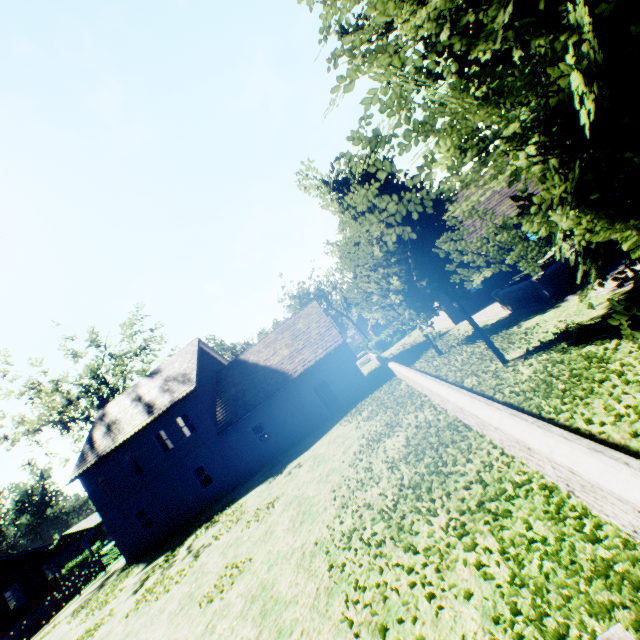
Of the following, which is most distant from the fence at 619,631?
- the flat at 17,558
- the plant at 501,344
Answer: the flat at 17,558

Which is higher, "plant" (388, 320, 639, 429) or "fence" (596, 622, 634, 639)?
"fence" (596, 622, 634, 639)

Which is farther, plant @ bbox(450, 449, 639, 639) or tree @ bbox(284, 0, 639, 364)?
plant @ bbox(450, 449, 639, 639)

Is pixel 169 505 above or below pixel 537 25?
below

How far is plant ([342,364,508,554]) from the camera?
5.3 meters

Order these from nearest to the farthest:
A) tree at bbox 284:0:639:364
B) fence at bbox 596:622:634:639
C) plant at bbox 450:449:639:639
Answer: fence at bbox 596:622:634:639, tree at bbox 284:0:639:364, plant at bbox 450:449:639:639

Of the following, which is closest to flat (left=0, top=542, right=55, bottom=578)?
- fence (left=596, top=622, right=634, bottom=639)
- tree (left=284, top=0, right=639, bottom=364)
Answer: fence (left=596, top=622, right=634, bottom=639)

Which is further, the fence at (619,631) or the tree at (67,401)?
the tree at (67,401)
